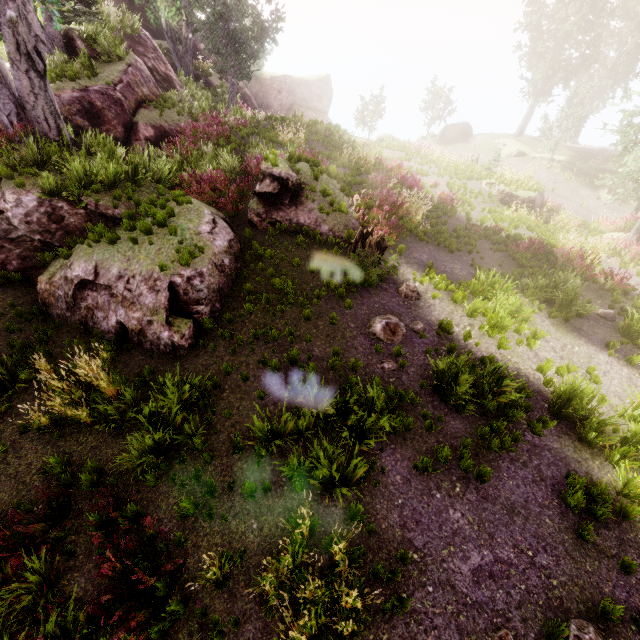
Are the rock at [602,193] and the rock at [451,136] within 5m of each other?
no

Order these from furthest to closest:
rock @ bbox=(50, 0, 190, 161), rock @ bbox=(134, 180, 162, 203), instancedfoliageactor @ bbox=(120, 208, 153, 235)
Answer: rock @ bbox=(50, 0, 190, 161) → rock @ bbox=(134, 180, 162, 203) → instancedfoliageactor @ bbox=(120, 208, 153, 235)

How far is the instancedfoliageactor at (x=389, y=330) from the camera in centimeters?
831cm

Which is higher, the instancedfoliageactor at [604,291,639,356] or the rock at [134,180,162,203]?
the rock at [134,180,162,203]

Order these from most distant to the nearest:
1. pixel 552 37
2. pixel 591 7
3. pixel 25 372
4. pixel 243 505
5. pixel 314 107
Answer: pixel 314 107 < pixel 552 37 < pixel 591 7 < pixel 25 372 < pixel 243 505

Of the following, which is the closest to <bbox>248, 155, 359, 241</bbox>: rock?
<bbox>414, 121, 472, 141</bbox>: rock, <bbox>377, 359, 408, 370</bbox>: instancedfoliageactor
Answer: <bbox>377, 359, 408, 370</bbox>: instancedfoliageactor

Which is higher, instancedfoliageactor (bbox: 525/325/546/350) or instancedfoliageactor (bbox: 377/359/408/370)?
instancedfoliageactor (bbox: 377/359/408/370)

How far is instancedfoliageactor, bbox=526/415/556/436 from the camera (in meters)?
6.78
